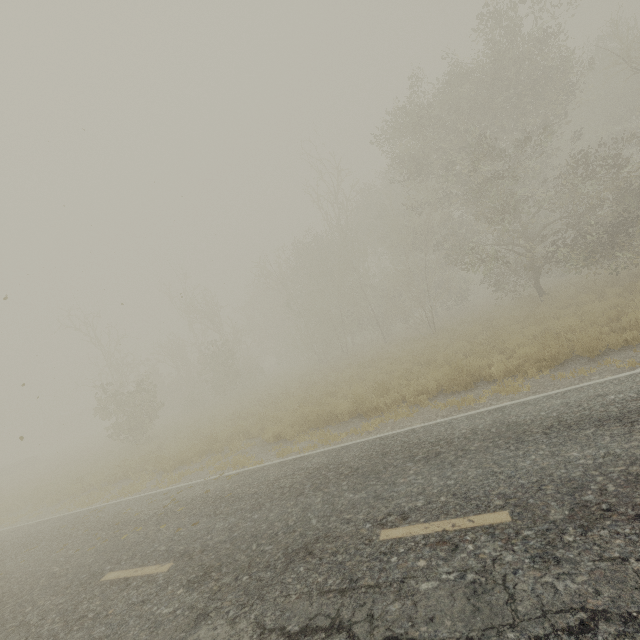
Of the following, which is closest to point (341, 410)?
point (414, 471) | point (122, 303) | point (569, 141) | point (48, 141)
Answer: point (414, 471)

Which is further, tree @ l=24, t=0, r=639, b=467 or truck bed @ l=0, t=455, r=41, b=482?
truck bed @ l=0, t=455, r=41, b=482

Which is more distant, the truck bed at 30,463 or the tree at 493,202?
the truck bed at 30,463
